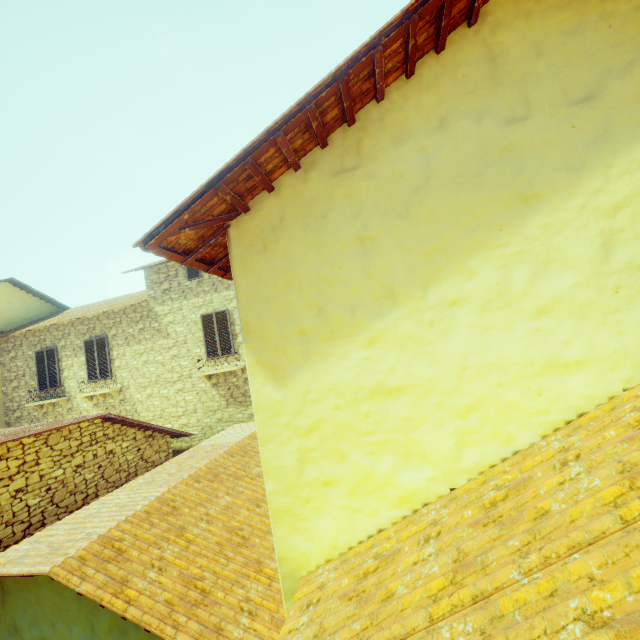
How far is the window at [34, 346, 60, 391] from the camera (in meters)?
12.81

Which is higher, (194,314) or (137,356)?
(194,314)

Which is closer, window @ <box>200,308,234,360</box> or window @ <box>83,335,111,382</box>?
window @ <box>200,308,234,360</box>

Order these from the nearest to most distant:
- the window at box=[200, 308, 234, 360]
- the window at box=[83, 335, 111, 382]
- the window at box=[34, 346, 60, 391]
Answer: the window at box=[200, 308, 234, 360] → the window at box=[83, 335, 111, 382] → the window at box=[34, 346, 60, 391]

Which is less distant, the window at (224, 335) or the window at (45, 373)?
the window at (224, 335)

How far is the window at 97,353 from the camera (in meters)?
12.28
